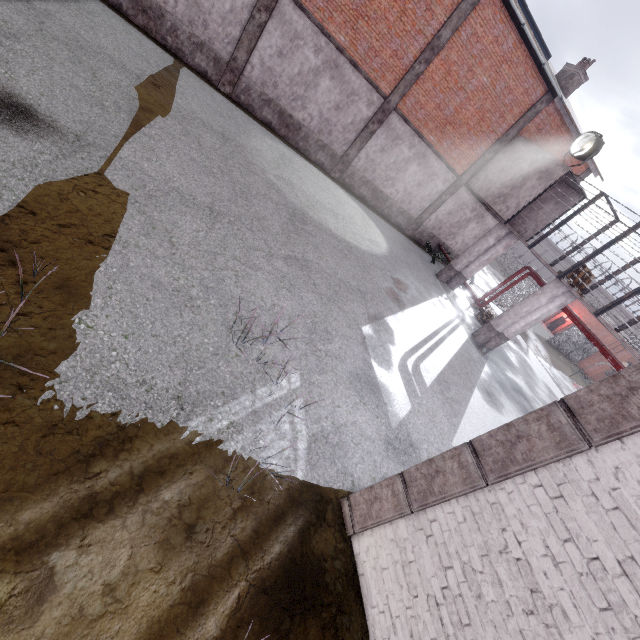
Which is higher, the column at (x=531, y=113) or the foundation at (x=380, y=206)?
the column at (x=531, y=113)

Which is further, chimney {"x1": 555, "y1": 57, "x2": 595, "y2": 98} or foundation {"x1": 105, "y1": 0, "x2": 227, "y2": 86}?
chimney {"x1": 555, "y1": 57, "x2": 595, "y2": 98}

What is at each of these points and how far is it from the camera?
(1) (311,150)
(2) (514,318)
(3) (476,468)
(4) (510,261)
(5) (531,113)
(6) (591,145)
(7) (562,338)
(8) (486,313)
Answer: (1) foundation, 15.2 meters
(2) column, 13.7 meters
(3) trim, 3.4 meters
(4) fence, 55.8 meters
(5) column, 15.4 meters
(6) spotlight, 13.4 meters
(7) fence, 31.2 meters
(8) pallet, 17.5 meters

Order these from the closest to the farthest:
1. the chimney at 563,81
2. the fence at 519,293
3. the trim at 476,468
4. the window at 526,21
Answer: the trim at 476,468 < the window at 526,21 < the chimney at 563,81 < the fence at 519,293

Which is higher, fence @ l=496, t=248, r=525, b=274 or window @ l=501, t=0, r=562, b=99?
window @ l=501, t=0, r=562, b=99

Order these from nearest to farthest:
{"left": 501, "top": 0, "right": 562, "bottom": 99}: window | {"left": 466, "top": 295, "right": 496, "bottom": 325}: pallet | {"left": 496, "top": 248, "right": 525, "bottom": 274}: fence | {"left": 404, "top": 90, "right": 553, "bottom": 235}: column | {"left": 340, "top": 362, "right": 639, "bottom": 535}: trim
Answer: {"left": 340, "top": 362, "right": 639, "bottom": 535}: trim < {"left": 501, "top": 0, "right": 562, "bottom": 99}: window < {"left": 404, "top": 90, "right": 553, "bottom": 235}: column < {"left": 466, "top": 295, "right": 496, "bottom": 325}: pallet < {"left": 496, "top": 248, "right": 525, "bottom": 274}: fence

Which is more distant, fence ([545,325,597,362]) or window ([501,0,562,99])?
fence ([545,325,597,362])

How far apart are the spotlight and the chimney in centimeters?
548cm
